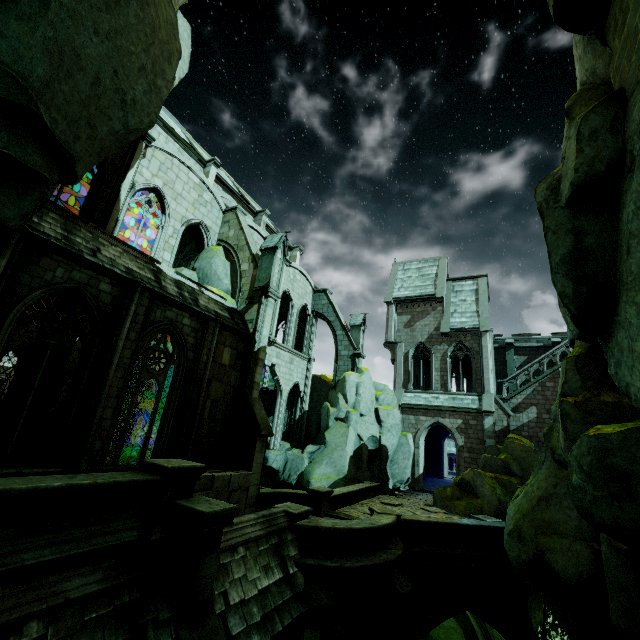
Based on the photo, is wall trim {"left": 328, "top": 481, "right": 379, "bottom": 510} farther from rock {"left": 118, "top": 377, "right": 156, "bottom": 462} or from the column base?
the column base

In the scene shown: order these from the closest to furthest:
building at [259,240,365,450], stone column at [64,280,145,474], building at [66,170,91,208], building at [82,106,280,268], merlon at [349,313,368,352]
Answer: stone column at [64,280,145,474] → building at [82,106,280,268] → building at [259,240,365,450] → building at [66,170,91,208] → merlon at [349,313,368,352]

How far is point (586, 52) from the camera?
9.0 meters

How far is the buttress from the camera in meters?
13.1 m

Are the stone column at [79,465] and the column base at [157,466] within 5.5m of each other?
yes

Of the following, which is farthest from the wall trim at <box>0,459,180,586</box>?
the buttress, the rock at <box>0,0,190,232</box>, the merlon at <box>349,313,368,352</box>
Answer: the merlon at <box>349,313,368,352</box>

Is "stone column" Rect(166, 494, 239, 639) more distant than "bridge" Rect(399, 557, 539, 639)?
No

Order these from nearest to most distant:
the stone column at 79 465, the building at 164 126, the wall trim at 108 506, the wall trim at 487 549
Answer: the wall trim at 108 506
the stone column at 79 465
the wall trim at 487 549
the building at 164 126
